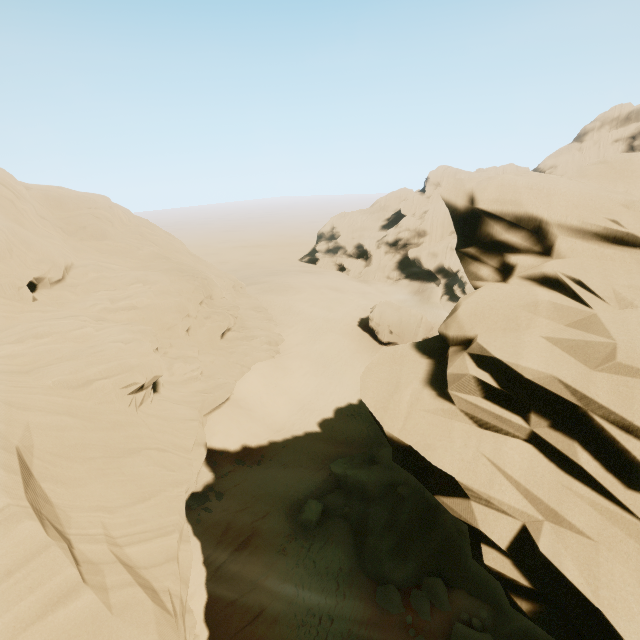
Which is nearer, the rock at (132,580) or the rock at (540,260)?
the rock at (540,260)

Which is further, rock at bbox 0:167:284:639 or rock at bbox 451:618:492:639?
rock at bbox 451:618:492:639

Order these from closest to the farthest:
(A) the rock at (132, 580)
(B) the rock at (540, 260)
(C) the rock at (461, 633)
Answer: (B) the rock at (540, 260) < (A) the rock at (132, 580) < (C) the rock at (461, 633)

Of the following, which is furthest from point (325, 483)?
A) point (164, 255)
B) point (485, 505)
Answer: point (164, 255)

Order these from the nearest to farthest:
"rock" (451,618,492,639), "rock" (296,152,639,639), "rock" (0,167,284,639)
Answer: "rock" (296,152,639,639)
"rock" (0,167,284,639)
"rock" (451,618,492,639)

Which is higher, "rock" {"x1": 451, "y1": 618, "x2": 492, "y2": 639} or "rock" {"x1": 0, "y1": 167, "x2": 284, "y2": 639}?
"rock" {"x1": 0, "y1": 167, "x2": 284, "y2": 639}
